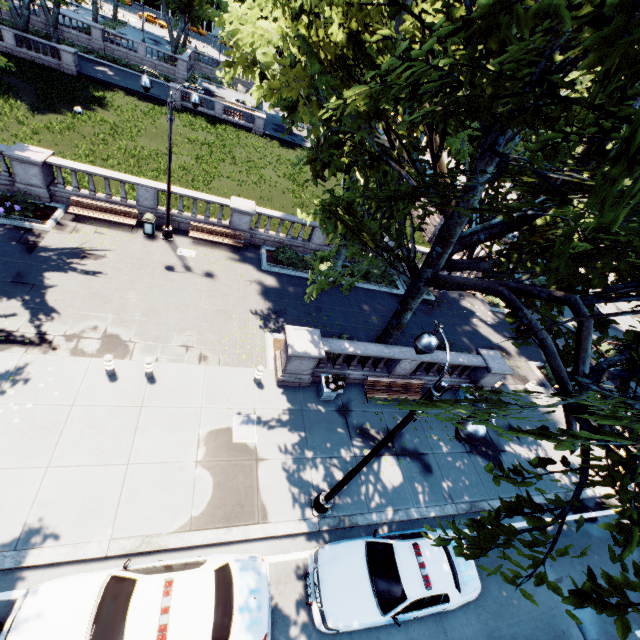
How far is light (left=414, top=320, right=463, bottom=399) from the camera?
5.9 meters

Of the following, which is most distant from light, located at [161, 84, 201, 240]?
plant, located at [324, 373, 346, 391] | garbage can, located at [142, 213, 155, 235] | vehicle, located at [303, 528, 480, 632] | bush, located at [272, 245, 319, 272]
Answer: bush, located at [272, 245, 319, 272]

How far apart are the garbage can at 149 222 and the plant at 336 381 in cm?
1215

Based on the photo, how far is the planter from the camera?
12.8m

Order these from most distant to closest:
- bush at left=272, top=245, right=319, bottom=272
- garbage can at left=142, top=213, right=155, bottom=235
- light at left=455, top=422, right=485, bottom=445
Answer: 1. bush at left=272, top=245, right=319, bottom=272
2. garbage can at left=142, top=213, right=155, bottom=235
3. light at left=455, top=422, right=485, bottom=445

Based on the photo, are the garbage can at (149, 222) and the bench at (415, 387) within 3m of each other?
no

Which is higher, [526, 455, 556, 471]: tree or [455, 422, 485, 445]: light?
[455, 422, 485, 445]: light

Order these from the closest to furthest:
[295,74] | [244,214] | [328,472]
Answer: [295,74] < [328,472] < [244,214]
